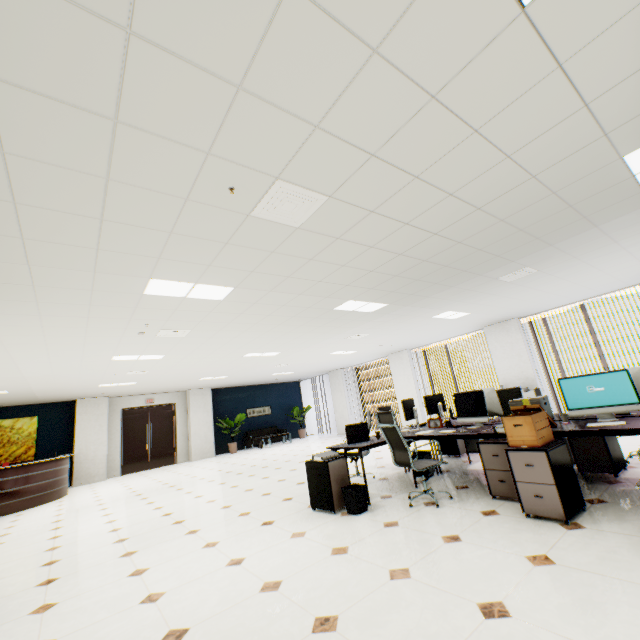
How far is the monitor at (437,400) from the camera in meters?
5.9 m

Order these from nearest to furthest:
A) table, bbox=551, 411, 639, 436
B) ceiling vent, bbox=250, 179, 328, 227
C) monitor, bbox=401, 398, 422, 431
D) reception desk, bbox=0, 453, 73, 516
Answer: ceiling vent, bbox=250, 179, 328, 227 → table, bbox=551, 411, 639, 436 → monitor, bbox=401, 398, 422, 431 → reception desk, bbox=0, 453, 73, 516

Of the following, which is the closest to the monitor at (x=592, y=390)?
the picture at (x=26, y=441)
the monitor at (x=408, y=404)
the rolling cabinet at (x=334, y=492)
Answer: the monitor at (x=408, y=404)

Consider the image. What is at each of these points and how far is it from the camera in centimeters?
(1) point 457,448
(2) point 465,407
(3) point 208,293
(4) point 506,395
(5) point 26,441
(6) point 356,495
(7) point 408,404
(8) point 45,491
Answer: (1) rolling cabinet, 638cm
(2) monitor, 482cm
(3) light, 421cm
(4) chair, 612cm
(5) picture, 1104cm
(6) trash can, 405cm
(7) monitor, 549cm
(8) reception desk, 859cm

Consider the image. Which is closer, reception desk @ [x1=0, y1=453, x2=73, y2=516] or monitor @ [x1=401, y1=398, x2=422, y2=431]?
monitor @ [x1=401, y1=398, x2=422, y2=431]

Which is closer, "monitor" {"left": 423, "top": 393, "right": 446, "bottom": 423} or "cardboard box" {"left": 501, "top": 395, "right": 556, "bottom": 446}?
"cardboard box" {"left": 501, "top": 395, "right": 556, "bottom": 446}

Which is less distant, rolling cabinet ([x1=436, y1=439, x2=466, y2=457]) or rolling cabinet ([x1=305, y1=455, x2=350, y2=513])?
rolling cabinet ([x1=305, y1=455, x2=350, y2=513])

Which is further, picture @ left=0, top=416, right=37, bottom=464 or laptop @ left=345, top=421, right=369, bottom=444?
picture @ left=0, top=416, right=37, bottom=464
